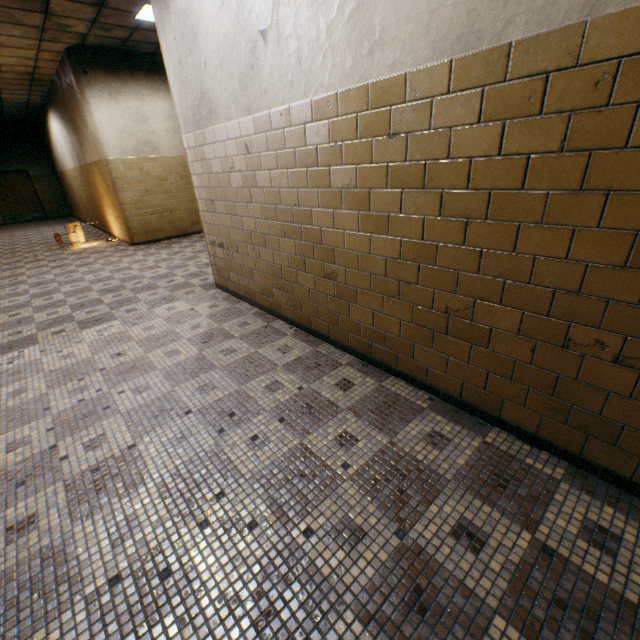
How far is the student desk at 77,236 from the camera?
8.4 meters

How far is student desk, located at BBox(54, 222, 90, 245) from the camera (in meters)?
8.40

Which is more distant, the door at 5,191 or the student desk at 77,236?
the door at 5,191

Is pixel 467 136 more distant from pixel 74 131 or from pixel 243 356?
pixel 74 131

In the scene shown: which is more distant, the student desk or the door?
the door
